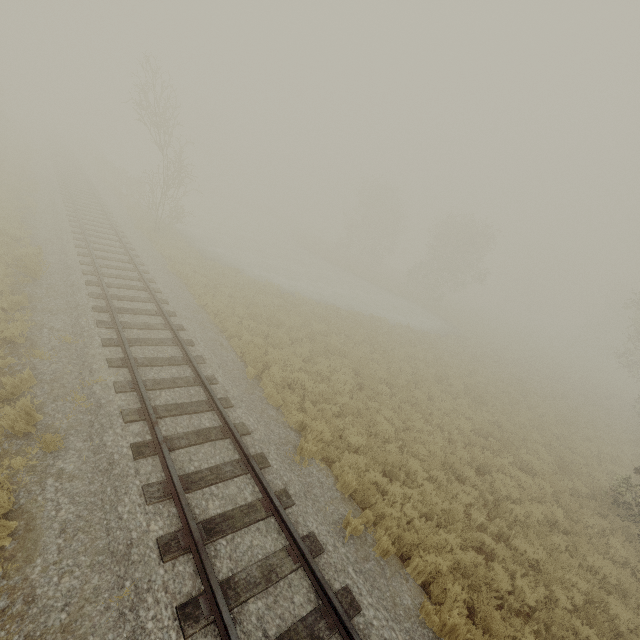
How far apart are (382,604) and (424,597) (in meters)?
1.11
